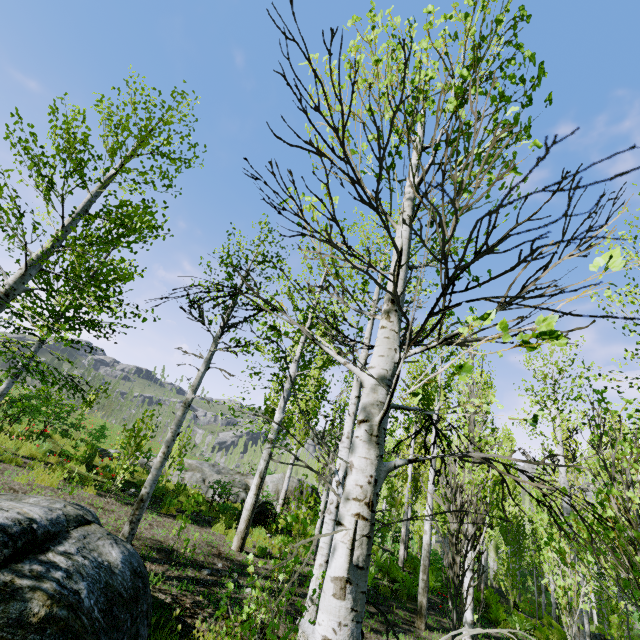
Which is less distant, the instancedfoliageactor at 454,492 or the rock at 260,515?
the instancedfoliageactor at 454,492

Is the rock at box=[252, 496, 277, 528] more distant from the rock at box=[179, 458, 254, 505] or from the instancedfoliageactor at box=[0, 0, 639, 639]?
the rock at box=[179, 458, 254, 505]

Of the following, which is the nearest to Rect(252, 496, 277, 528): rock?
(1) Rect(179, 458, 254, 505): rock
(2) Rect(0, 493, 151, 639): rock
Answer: (1) Rect(179, 458, 254, 505): rock

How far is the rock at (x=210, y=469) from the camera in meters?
15.1

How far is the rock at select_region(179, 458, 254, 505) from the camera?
15.1m

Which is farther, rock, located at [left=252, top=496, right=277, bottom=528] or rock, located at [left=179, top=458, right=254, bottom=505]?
rock, located at [left=179, top=458, right=254, bottom=505]

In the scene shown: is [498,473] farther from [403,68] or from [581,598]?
[403,68]

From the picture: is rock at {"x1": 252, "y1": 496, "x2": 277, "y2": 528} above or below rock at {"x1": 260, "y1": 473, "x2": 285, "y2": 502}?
below
